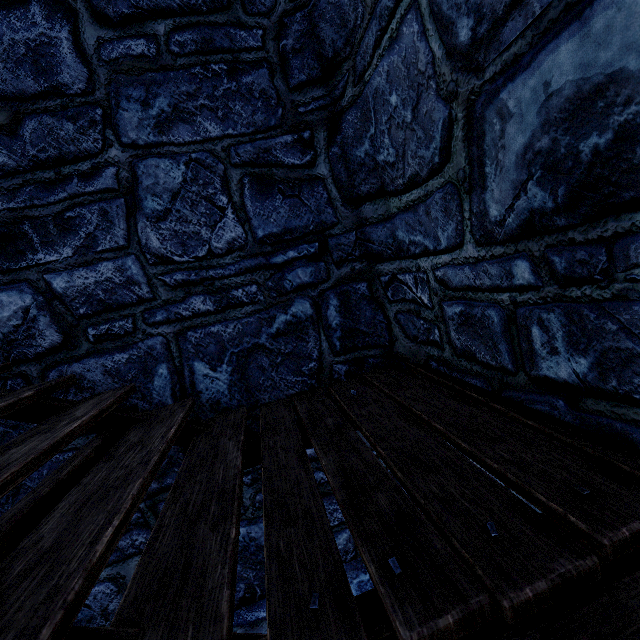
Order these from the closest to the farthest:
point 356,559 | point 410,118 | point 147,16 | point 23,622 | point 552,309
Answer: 1. point 23,622
2. point 552,309
3. point 410,118
4. point 147,16
5. point 356,559
